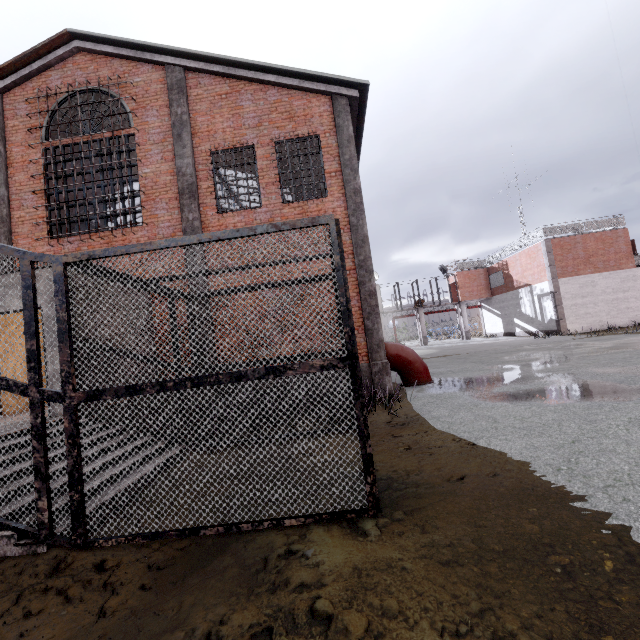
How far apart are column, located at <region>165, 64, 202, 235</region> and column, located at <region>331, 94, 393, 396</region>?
4.3 meters

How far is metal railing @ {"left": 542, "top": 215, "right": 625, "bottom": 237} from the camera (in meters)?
23.72

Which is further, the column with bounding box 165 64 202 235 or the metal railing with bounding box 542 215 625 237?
the metal railing with bounding box 542 215 625 237

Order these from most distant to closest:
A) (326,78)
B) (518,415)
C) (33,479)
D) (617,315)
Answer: (617,315) → (326,78) → (518,415) → (33,479)

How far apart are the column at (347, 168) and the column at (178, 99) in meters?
4.3

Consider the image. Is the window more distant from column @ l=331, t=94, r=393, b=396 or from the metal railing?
column @ l=331, t=94, r=393, b=396

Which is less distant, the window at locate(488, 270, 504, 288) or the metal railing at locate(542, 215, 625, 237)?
the metal railing at locate(542, 215, 625, 237)

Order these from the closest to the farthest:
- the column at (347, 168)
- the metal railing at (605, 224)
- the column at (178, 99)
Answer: the column at (347, 168) → the column at (178, 99) → the metal railing at (605, 224)
